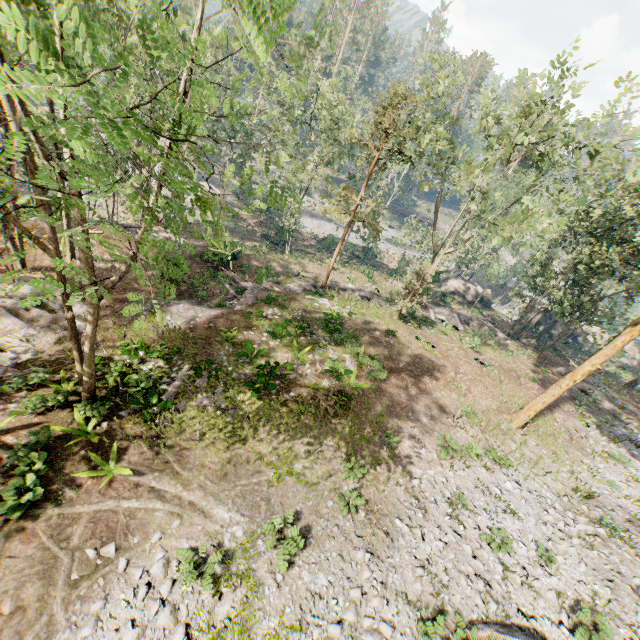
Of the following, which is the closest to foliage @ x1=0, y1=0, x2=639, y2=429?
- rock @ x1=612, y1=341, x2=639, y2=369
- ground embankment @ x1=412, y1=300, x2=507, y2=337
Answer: ground embankment @ x1=412, y1=300, x2=507, y2=337

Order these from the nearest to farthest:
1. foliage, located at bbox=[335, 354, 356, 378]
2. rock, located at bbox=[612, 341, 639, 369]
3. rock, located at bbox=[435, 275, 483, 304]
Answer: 1. foliage, located at bbox=[335, 354, 356, 378]
2. rock, located at bbox=[435, 275, 483, 304]
3. rock, located at bbox=[612, 341, 639, 369]

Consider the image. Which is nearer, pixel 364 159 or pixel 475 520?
pixel 475 520

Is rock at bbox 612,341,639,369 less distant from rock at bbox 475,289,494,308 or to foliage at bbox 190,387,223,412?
foliage at bbox 190,387,223,412

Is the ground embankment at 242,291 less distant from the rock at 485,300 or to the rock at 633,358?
the rock at 485,300

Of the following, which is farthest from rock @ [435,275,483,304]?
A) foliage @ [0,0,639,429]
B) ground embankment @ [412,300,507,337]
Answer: foliage @ [0,0,639,429]

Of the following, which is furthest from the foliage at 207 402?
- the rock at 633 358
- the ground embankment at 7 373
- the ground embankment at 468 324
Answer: the rock at 633 358
